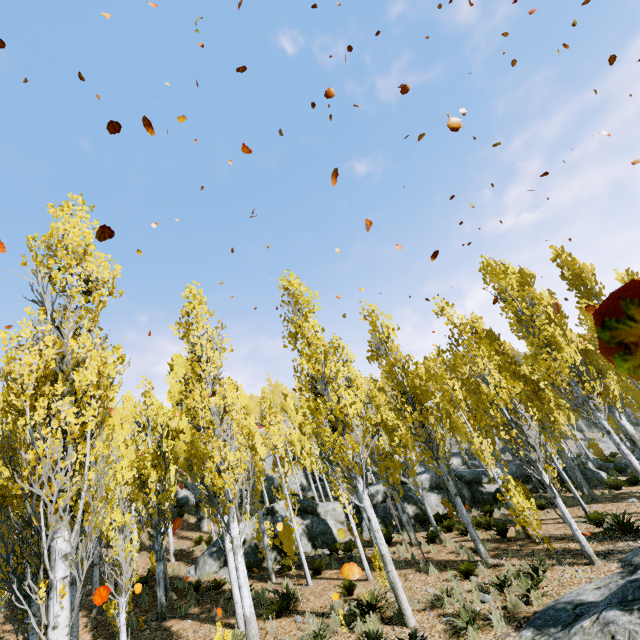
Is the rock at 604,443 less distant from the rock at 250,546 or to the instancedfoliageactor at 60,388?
the instancedfoliageactor at 60,388

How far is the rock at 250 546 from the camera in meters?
16.0

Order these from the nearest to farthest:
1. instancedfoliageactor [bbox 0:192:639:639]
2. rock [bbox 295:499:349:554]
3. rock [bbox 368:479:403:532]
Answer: instancedfoliageactor [bbox 0:192:639:639] < rock [bbox 295:499:349:554] < rock [bbox 368:479:403:532]

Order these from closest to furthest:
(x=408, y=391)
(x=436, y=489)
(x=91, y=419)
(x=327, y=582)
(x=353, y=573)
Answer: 1. (x=353, y=573)
2. (x=91, y=419)
3. (x=327, y=582)
4. (x=408, y=391)
5. (x=436, y=489)

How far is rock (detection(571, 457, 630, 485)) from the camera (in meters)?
18.47

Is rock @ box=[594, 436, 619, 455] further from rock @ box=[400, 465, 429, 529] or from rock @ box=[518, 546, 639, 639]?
rock @ box=[518, 546, 639, 639]

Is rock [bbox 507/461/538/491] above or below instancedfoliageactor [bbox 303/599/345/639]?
above
